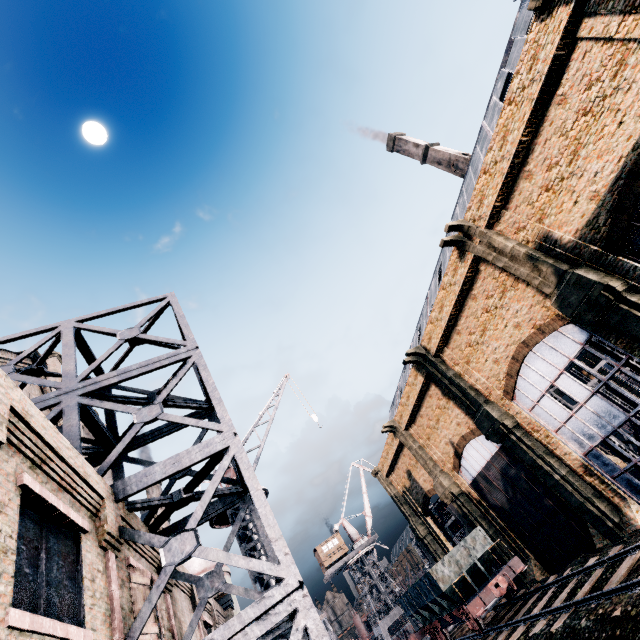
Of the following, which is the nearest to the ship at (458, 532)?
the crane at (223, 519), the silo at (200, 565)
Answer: the silo at (200, 565)

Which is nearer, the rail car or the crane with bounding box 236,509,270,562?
the crane with bounding box 236,509,270,562

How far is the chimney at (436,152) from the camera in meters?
54.9

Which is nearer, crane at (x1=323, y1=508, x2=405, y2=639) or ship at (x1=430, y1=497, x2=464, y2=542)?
crane at (x1=323, y1=508, x2=405, y2=639)

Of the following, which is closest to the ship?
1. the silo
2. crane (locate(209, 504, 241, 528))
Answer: the silo

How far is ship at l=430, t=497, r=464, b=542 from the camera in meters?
50.4 m

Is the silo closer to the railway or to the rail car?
the rail car

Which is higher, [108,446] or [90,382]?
[90,382]
